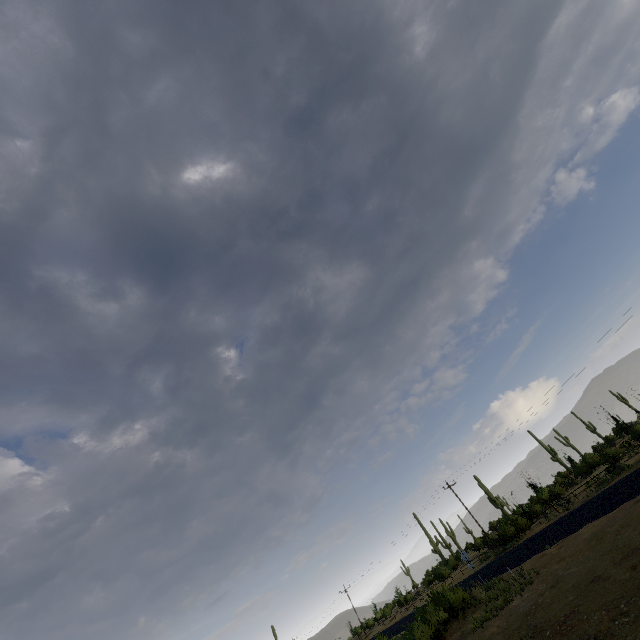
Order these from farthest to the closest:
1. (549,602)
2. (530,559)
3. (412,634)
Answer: (530,559) < (412,634) < (549,602)
